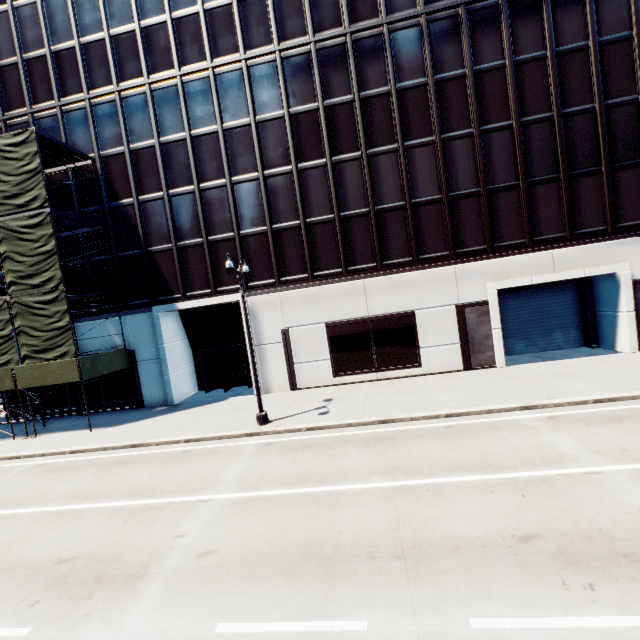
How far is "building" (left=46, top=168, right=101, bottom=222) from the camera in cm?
1995

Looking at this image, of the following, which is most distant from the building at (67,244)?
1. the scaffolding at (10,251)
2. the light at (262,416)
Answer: the light at (262,416)

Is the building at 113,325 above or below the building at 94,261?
below

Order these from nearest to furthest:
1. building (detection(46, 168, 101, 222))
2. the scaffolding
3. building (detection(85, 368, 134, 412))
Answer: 1. the scaffolding
2. building (detection(46, 168, 101, 222))
3. building (detection(85, 368, 134, 412))

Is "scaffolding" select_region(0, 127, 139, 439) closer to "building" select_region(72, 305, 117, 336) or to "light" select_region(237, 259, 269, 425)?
"building" select_region(72, 305, 117, 336)

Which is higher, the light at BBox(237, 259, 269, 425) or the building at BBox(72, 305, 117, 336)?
the building at BBox(72, 305, 117, 336)

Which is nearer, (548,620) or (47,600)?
(548,620)
